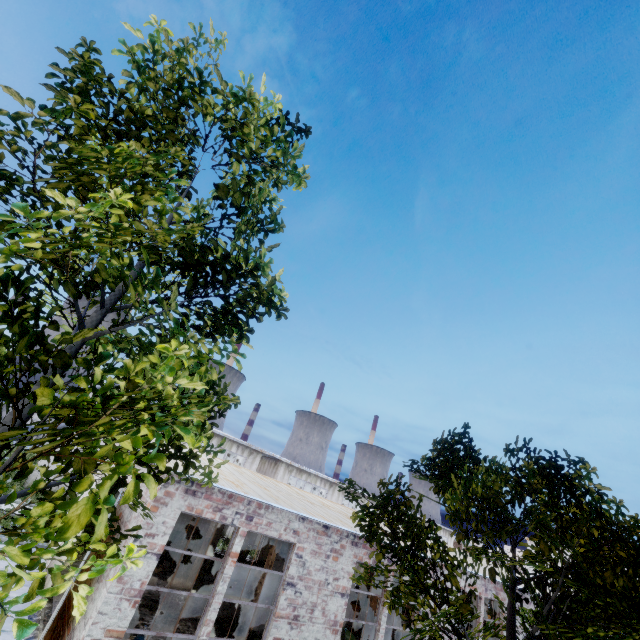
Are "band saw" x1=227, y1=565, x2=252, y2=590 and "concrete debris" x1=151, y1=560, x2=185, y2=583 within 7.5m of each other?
yes

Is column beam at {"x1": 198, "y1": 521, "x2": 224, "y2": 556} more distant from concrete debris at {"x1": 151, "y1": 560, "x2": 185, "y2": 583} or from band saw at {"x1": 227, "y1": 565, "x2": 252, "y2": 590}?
band saw at {"x1": 227, "y1": 565, "x2": 252, "y2": 590}

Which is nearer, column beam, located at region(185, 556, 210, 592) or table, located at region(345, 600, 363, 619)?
column beam, located at region(185, 556, 210, 592)

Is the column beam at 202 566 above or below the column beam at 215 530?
below

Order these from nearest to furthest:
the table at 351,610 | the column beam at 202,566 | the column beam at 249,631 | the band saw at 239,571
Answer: the column beam at 249,631 → the column beam at 202,566 → the band saw at 239,571 → the table at 351,610

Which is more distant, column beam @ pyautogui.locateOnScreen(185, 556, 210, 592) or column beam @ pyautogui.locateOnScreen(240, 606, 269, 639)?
column beam @ pyautogui.locateOnScreen(185, 556, 210, 592)

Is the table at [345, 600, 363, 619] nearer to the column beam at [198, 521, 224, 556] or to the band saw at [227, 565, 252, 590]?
the band saw at [227, 565, 252, 590]

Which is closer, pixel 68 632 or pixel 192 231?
pixel 192 231
